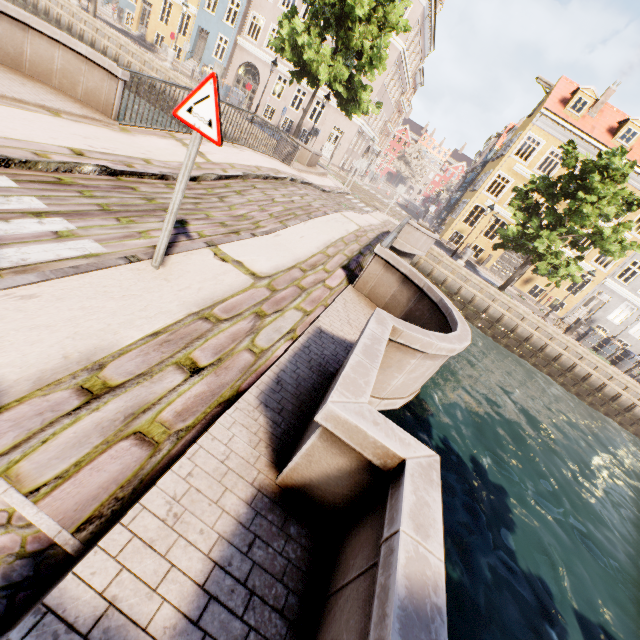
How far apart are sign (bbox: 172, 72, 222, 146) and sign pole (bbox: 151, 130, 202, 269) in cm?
4

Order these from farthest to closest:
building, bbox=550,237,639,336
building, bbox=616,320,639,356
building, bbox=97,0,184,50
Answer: building, bbox=97,0,184,50 < building, bbox=616,320,639,356 < building, bbox=550,237,639,336

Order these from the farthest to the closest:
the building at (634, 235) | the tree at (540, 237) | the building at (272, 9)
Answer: the building at (272, 9) → the building at (634, 235) → the tree at (540, 237)

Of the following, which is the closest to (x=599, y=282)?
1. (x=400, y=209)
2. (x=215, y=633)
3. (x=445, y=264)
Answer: (x=445, y=264)

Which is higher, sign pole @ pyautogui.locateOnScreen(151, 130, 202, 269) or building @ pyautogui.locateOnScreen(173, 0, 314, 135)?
building @ pyautogui.locateOnScreen(173, 0, 314, 135)

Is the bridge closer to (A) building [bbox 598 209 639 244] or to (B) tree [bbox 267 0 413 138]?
(B) tree [bbox 267 0 413 138]

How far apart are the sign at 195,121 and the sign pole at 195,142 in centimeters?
4cm

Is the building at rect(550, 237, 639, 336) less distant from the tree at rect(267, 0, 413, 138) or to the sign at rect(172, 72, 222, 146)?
the tree at rect(267, 0, 413, 138)
